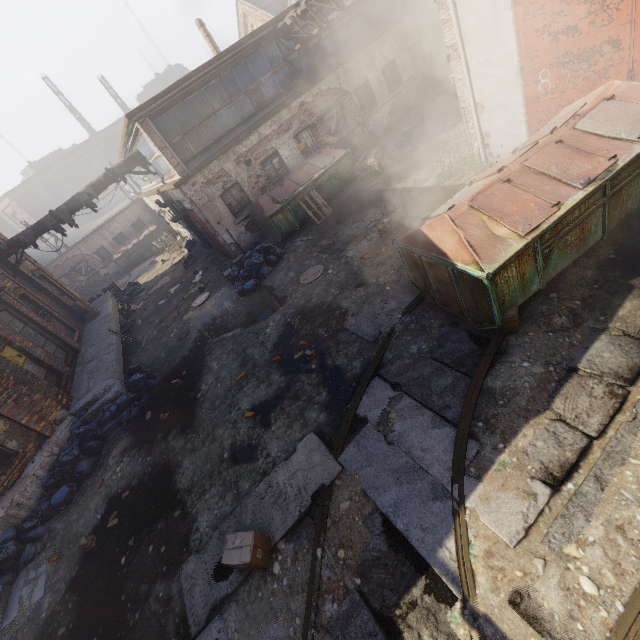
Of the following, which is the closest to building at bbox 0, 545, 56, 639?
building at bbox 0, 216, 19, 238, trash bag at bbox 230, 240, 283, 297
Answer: trash bag at bbox 230, 240, 283, 297

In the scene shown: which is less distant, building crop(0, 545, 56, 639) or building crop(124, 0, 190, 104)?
building crop(0, 545, 56, 639)

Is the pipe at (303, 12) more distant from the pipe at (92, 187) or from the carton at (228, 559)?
the carton at (228, 559)

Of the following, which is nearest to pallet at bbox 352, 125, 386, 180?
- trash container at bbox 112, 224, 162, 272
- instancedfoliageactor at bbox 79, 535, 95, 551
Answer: instancedfoliageactor at bbox 79, 535, 95, 551

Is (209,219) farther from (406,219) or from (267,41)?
(406,219)

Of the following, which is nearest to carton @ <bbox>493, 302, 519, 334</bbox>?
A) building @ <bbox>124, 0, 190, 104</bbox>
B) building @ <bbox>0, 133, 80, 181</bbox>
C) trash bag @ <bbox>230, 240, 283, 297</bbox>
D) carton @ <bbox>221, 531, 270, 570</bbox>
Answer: carton @ <bbox>221, 531, 270, 570</bbox>

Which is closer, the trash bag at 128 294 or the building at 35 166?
the trash bag at 128 294

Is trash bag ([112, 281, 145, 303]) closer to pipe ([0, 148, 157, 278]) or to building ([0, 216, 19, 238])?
pipe ([0, 148, 157, 278])
